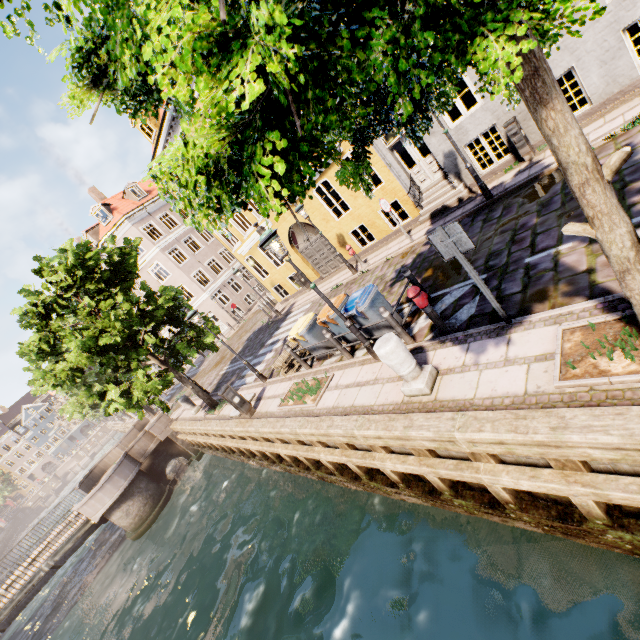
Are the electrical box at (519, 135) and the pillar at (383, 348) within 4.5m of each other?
no

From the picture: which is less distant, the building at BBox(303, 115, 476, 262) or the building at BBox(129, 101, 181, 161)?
the building at BBox(303, 115, 476, 262)

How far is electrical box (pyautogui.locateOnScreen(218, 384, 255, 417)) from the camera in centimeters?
998cm

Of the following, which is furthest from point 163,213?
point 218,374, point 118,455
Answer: point 118,455

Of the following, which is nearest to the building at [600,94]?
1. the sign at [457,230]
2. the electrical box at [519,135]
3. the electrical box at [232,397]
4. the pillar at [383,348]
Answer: the electrical box at [519,135]

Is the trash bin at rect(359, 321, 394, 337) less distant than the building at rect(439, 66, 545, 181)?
Yes

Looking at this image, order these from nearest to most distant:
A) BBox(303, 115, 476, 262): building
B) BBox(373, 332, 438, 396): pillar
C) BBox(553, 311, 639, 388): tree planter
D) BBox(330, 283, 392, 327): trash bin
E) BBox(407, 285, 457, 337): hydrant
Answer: BBox(553, 311, 639, 388): tree planter < BBox(373, 332, 438, 396): pillar < BBox(407, 285, 457, 337): hydrant < BBox(330, 283, 392, 327): trash bin < BBox(303, 115, 476, 262): building
